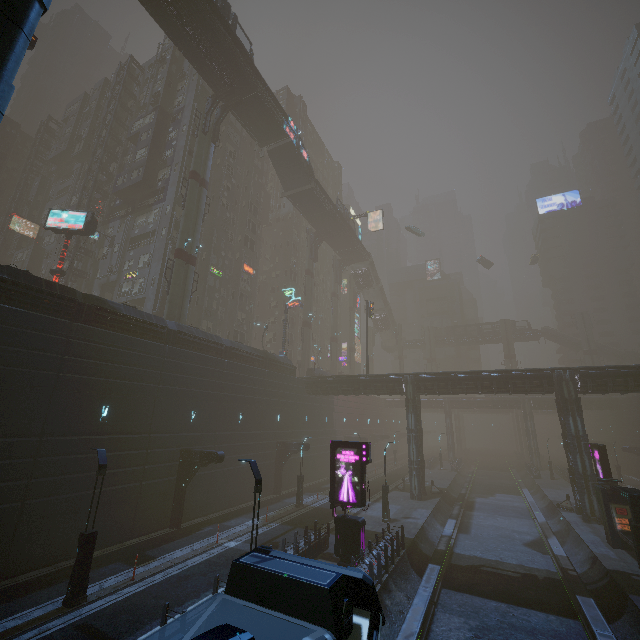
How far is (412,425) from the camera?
32.9m

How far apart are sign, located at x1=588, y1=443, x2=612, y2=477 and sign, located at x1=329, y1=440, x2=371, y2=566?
18.1m

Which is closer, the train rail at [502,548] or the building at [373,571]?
the train rail at [502,548]

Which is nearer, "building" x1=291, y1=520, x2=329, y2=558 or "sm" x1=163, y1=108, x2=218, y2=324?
"building" x1=291, y1=520, x2=329, y2=558

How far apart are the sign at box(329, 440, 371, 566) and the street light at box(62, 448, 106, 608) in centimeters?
1064cm

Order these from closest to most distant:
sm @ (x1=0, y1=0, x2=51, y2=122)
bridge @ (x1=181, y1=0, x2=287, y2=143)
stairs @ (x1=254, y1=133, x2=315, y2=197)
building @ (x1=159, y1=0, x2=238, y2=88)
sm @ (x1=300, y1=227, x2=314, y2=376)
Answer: sm @ (x1=0, y1=0, x2=51, y2=122), building @ (x1=159, y1=0, x2=238, y2=88), bridge @ (x1=181, y1=0, x2=287, y2=143), stairs @ (x1=254, y1=133, x2=315, y2=197), sm @ (x1=300, y1=227, x2=314, y2=376)

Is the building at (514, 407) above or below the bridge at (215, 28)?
below

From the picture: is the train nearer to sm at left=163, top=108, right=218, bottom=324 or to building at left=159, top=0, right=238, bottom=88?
sm at left=163, top=108, right=218, bottom=324
